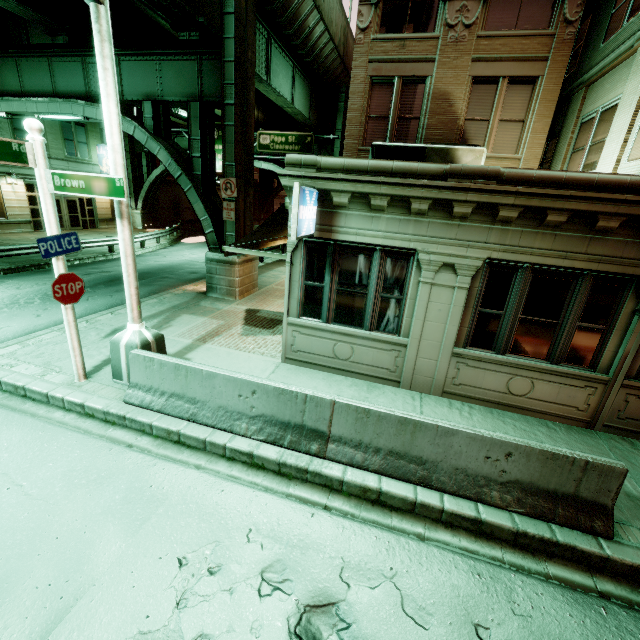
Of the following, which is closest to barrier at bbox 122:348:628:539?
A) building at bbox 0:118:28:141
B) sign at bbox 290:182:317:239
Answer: sign at bbox 290:182:317:239

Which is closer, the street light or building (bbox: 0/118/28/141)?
the street light

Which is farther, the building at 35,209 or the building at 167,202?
the building at 167,202

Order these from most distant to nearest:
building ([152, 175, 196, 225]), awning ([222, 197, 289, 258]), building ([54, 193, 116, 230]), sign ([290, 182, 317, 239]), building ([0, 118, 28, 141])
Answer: building ([152, 175, 196, 225])
building ([54, 193, 116, 230])
building ([0, 118, 28, 141])
awning ([222, 197, 289, 258])
sign ([290, 182, 317, 239])

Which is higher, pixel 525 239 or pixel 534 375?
pixel 525 239

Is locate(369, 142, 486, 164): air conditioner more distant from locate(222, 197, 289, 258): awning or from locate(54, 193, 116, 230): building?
locate(54, 193, 116, 230): building

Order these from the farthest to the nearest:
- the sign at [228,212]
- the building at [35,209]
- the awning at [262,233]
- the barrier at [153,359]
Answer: the building at [35,209] < the sign at [228,212] < the awning at [262,233] < the barrier at [153,359]

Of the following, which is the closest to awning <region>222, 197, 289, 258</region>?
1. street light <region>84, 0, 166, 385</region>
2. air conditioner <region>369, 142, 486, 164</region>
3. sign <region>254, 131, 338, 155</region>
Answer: air conditioner <region>369, 142, 486, 164</region>
